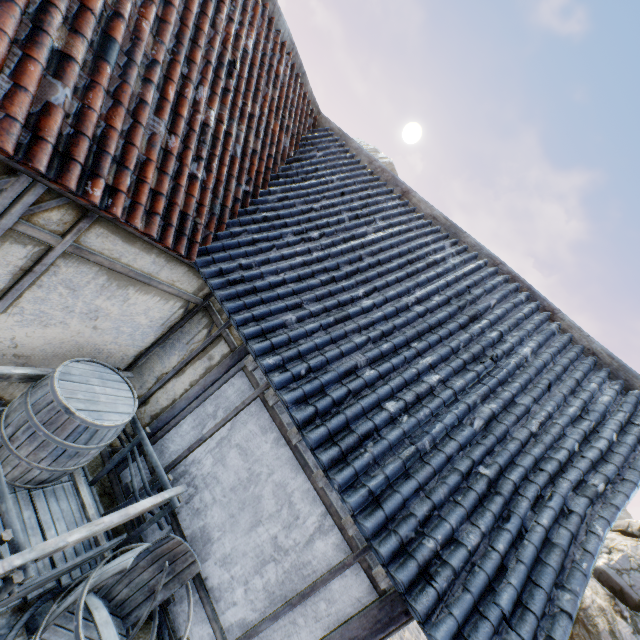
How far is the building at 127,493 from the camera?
4.2 meters

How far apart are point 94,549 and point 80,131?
3.86m

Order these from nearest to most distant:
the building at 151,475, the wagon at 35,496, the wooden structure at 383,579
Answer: the wagon at 35,496 < the wooden structure at 383,579 < the building at 151,475

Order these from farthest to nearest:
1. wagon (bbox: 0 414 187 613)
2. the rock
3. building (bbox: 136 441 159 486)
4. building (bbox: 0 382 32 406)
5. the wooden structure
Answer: the rock
building (bbox: 136 441 159 486)
building (bbox: 0 382 32 406)
the wooden structure
wagon (bbox: 0 414 187 613)

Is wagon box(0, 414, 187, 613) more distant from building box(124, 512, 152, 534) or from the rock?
the rock

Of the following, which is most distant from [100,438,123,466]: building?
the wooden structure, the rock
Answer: the rock

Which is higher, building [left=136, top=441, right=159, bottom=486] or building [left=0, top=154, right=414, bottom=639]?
building [left=0, top=154, right=414, bottom=639]
